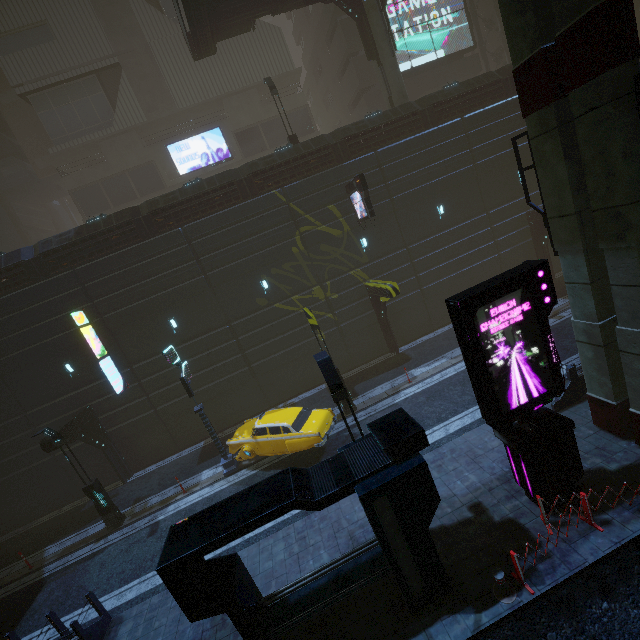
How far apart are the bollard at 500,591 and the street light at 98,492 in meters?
15.3

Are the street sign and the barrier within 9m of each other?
no

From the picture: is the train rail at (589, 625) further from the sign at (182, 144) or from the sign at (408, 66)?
the sign at (182, 144)

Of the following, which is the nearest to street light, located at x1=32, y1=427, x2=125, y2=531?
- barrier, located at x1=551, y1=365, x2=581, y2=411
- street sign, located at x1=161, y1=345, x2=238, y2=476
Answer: street sign, located at x1=161, y1=345, x2=238, y2=476

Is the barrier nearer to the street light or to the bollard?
the bollard

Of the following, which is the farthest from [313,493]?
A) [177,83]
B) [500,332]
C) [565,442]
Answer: [177,83]

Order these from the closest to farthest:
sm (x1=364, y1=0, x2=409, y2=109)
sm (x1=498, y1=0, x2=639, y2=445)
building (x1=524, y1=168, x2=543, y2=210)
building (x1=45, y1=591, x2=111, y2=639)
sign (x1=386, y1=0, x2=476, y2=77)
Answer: sm (x1=498, y1=0, x2=639, y2=445) < building (x1=45, y1=591, x2=111, y2=639) < sm (x1=364, y1=0, x2=409, y2=109) < building (x1=524, y1=168, x2=543, y2=210) < sign (x1=386, y1=0, x2=476, y2=77)

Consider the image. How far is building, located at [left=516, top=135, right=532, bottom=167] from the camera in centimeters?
2056cm
